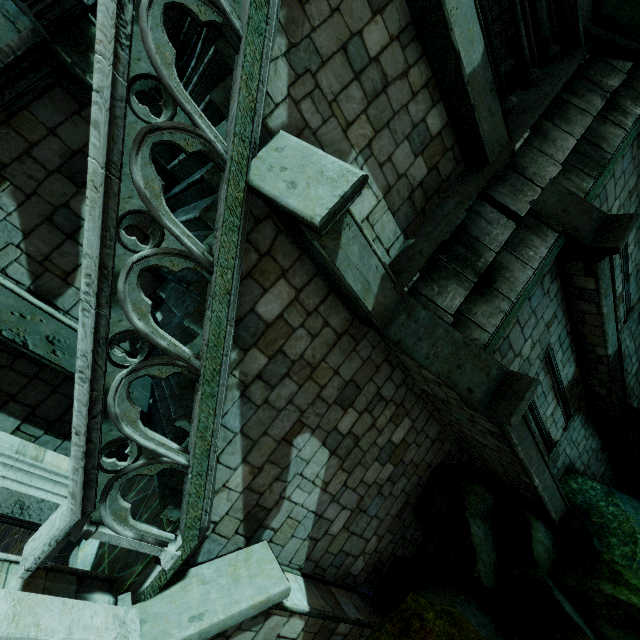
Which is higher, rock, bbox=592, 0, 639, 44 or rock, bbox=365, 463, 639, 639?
rock, bbox=592, 0, 639, 44

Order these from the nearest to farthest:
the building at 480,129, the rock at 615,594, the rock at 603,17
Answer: the building at 480,129
the rock at 615,594
the rock at 603,17

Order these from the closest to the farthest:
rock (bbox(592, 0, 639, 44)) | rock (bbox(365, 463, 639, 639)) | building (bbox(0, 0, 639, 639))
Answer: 1. building (bbox(0, 0, 639, 639))
2. rock (bbox(365, 463, 639, 639))
3. rock (bbox(592, 0, 639, 44))

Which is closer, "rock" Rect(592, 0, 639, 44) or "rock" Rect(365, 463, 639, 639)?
"rock" Rect(365, 463, 639, 639)

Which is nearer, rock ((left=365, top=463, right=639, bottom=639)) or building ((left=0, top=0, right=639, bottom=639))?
building ((left=0, top=0, right=639, bottom=639))

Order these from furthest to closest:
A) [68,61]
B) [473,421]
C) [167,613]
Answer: [473,421] < [68,61] < [167,613]

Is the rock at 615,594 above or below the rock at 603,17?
below
